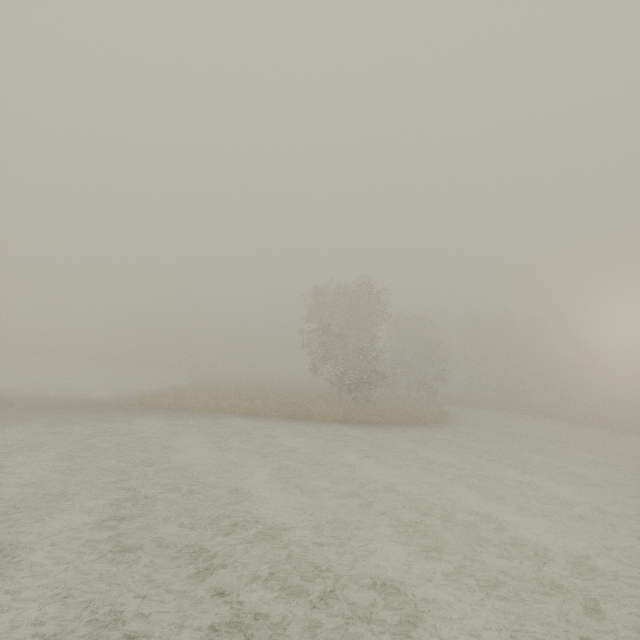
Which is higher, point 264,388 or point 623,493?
point 264,388
